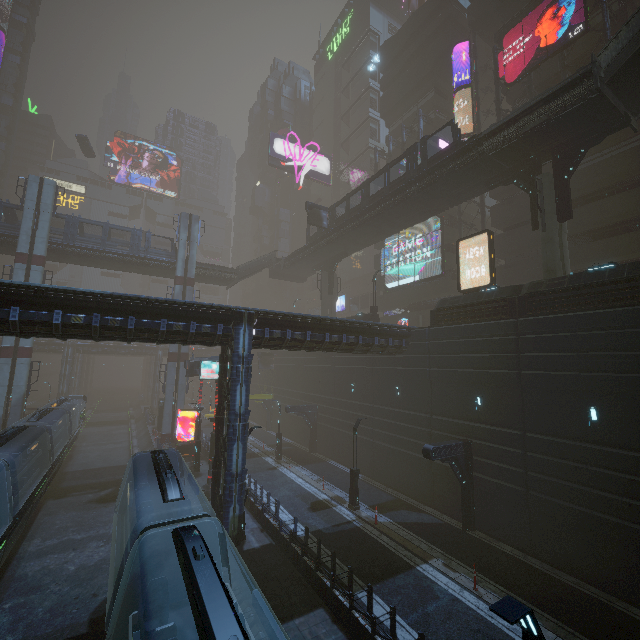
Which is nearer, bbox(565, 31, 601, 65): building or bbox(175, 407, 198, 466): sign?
bbox(565, 31, 601, 65): building

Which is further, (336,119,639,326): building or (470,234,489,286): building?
(470,234,489,286): building

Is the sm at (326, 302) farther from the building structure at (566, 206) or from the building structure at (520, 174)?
the building structure at (566, 206)

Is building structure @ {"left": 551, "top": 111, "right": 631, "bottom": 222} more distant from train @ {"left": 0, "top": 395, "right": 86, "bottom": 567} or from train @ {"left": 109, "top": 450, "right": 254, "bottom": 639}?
train @ {"left": 0, "top": 395, "right": 86, "bottom": 567}

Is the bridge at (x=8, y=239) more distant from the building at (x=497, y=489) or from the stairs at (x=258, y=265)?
the building at (x=497, y=489)

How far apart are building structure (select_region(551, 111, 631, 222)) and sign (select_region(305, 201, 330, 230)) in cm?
2104

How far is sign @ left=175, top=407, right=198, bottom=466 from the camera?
29.0 meters

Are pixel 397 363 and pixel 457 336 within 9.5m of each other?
yes
